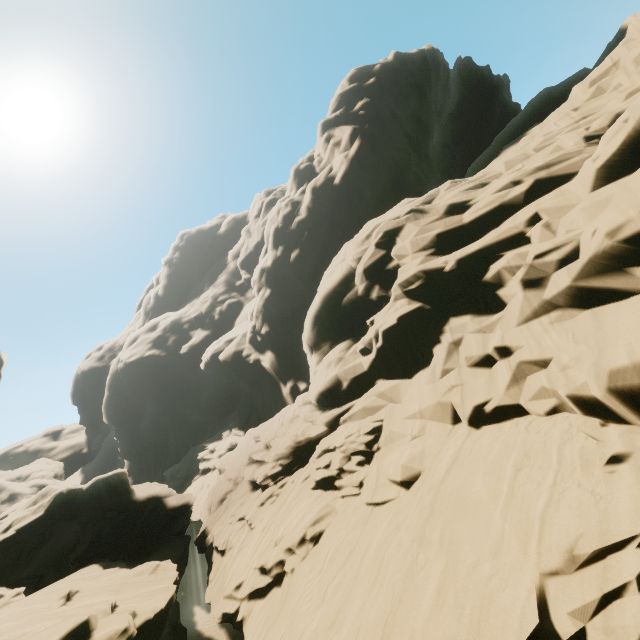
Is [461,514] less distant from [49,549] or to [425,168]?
[49,549]
